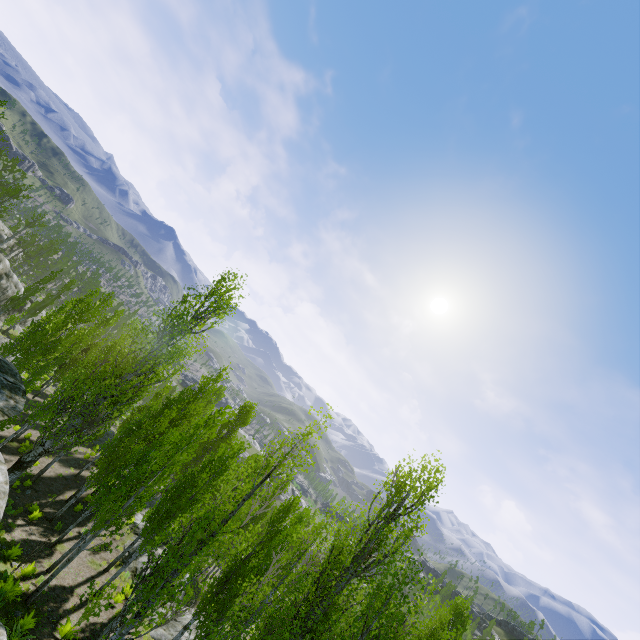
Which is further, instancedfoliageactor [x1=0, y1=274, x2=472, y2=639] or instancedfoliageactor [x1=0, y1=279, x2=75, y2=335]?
instancedfoliageactor [x1=0, y1=279, x2=75, y2=335]

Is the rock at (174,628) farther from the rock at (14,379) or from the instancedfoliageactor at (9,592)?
the rock at (14,379)

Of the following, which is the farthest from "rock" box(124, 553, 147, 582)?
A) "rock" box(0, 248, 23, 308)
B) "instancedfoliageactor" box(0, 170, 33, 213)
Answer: "rock" box(0, 248, 23, 308)

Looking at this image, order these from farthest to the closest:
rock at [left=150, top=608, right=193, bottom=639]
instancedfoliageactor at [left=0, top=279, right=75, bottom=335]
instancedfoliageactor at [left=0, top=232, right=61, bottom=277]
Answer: instancedfoliageactor at [left=0, top=232, right=61, bottom=277] → instancedfoliageactor at [left=0, top=279, right=75, bottom=335] → rock at [left=150, top=608, right=193, bottom=639]

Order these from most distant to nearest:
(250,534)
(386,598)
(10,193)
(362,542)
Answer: (10,193) → (362,542) → (250,534) → (386,598)

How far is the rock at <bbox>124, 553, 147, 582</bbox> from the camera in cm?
1966

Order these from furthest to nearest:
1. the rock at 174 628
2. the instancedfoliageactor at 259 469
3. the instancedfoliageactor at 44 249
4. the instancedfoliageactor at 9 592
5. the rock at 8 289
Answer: the instancedfoliageactor at 44 249 → the rock at 8 289 → the rock at 174 628 → the instancedfoliageactor at 9 592 → the instancedfoliageactor at 259 469
